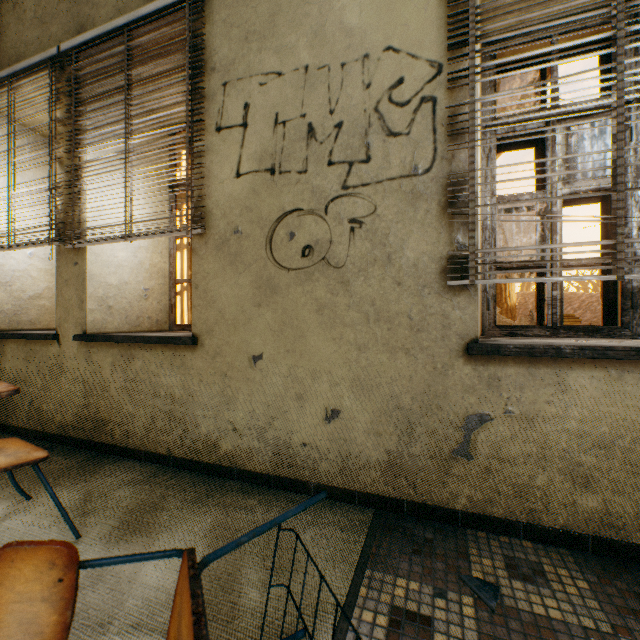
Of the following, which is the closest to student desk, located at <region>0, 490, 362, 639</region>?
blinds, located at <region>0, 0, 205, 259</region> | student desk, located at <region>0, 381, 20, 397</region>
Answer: student desk, located at <region>0, 381, 20, 397</region>

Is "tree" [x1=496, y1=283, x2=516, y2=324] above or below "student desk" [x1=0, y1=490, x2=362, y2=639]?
above

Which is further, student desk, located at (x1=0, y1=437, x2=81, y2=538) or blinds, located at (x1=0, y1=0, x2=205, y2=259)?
blinds, located at (x1=0, y1=0, x2=205, y2=259)

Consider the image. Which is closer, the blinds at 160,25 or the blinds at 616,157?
the blinds at 616,157

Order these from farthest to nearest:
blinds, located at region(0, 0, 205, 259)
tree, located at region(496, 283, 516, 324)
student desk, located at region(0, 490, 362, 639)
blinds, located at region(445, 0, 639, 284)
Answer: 1. tree, located at region(496, 283, 516, 324)
2. blinds, located at region(0, 0, 205, 259)
3. blinds, located at region(445, 0, 639, 284)
4. student desk, located at region(0, 490, 362, 639)

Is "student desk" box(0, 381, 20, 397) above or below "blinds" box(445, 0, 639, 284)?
below

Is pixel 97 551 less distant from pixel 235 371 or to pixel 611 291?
pixel 235 371

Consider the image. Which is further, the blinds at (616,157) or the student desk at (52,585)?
the blinds at (616,157)
